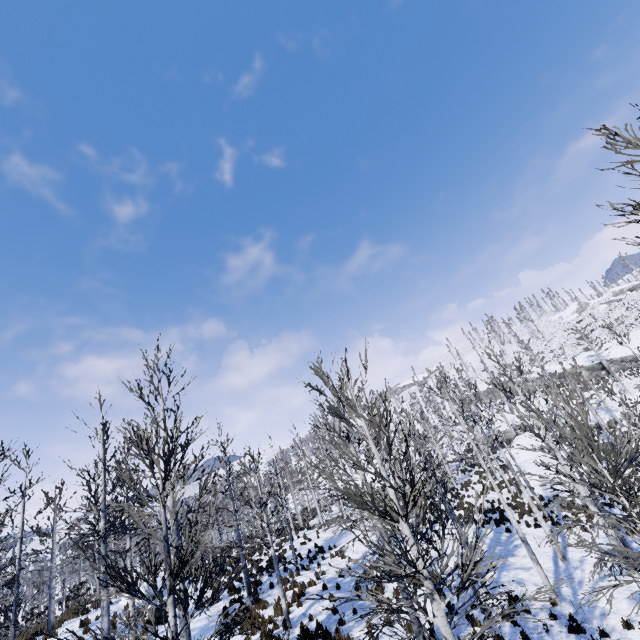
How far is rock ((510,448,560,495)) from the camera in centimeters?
2409cm

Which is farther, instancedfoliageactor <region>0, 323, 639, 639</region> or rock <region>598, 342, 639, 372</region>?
rock <region>598, 342, 639, 372</region>

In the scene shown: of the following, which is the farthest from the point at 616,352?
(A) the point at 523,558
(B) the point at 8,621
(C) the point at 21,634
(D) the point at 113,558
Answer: (B) the point at 8,621

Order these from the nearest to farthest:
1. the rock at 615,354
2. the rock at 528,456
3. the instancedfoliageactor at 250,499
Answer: the instancedfoliageactor at 250,499, the rock at 528,456, the rock at 615,354

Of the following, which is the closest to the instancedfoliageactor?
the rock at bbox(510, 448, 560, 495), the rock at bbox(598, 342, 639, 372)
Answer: the rock at bbox(510, 448, 560, 495)

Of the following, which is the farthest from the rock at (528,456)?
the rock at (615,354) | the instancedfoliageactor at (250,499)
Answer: the rock at (615,354)

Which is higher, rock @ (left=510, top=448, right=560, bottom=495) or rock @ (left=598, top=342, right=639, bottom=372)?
rock @ (left=598, top=342, right=639, bottom=372)
